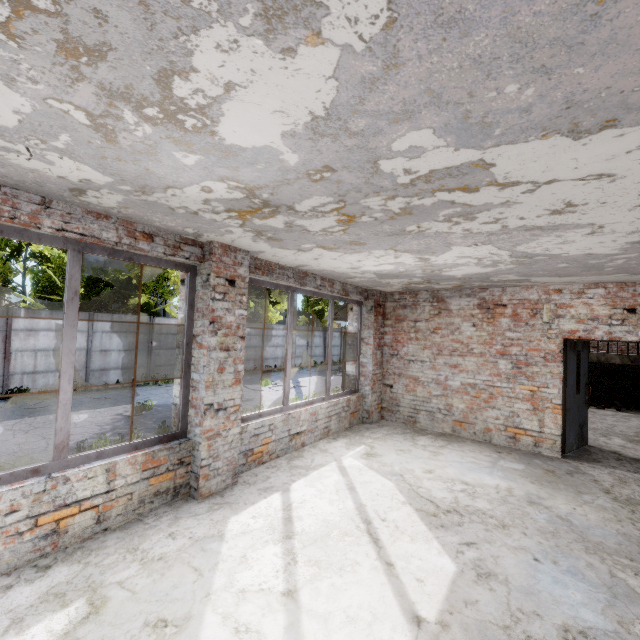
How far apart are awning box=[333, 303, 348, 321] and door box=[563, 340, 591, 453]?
4.12m

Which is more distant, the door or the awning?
the awning

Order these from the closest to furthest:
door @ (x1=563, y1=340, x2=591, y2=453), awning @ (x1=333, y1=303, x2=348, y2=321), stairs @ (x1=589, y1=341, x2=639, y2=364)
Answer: door @ (x1=563, y1=340, x2=591, y2=453) < awning @ (x1=333, y1=303, x2=348, y2=321) < stairs @ (x1=589, y1=341, x2=639, y2=364)

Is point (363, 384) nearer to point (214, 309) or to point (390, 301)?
point (390, 301)

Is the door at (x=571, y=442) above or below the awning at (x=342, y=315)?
below

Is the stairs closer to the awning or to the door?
the awning

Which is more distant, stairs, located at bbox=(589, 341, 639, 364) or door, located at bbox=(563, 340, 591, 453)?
stairs, located at bbox=(589, 341, 639, 364)

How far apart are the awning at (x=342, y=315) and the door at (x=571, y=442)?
4.1 meters
